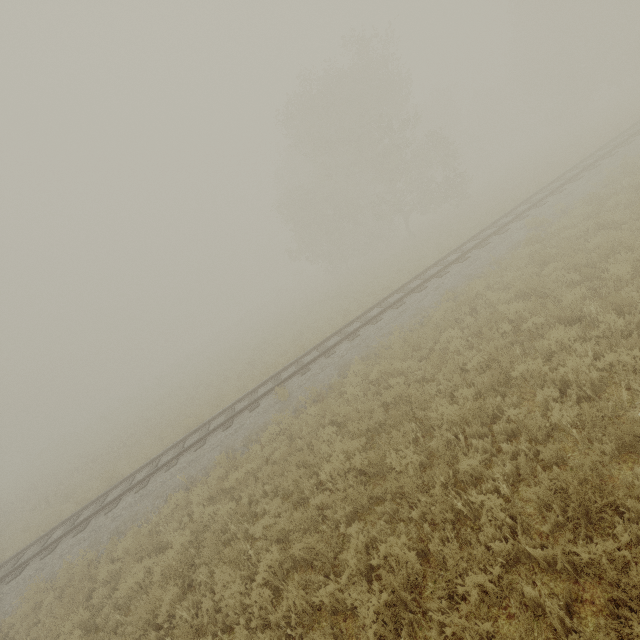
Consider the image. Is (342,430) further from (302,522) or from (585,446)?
(585,446)
